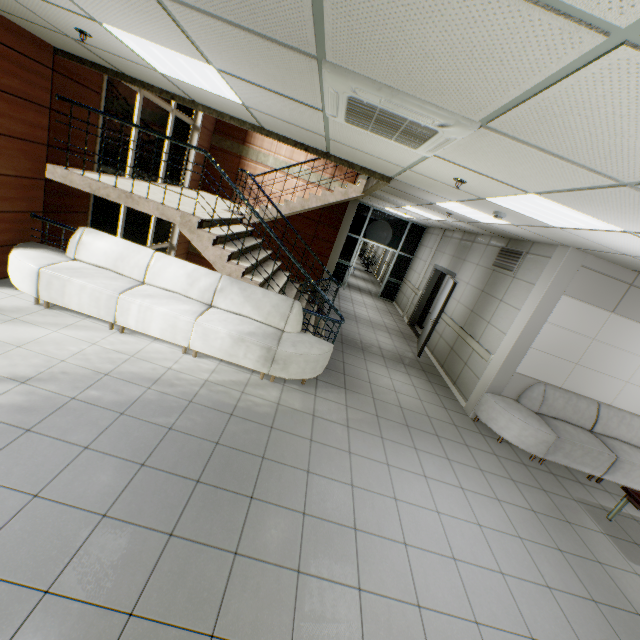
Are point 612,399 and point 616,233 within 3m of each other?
no

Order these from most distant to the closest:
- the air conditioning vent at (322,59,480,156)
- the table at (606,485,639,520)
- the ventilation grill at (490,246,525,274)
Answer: the ventilation grill at (490,246,525,274), the table at (606,485,639,520), the air conditioning vent at (322,59,480,156)

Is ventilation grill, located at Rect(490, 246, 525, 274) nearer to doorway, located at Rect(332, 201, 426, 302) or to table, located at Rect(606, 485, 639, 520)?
table, located at Rect(606, 485, 639, 520)

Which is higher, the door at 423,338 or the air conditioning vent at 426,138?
the air conditioning vent at 426,138

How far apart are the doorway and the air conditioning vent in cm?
915

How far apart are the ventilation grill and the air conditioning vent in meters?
4.3 m

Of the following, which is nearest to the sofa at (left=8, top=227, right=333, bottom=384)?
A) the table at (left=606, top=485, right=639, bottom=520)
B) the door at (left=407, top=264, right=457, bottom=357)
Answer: the door at (left=407, top=264, right=457, bottom=357)

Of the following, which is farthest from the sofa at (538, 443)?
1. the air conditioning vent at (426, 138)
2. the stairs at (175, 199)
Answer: the air conditioning vent at (426, 138)
